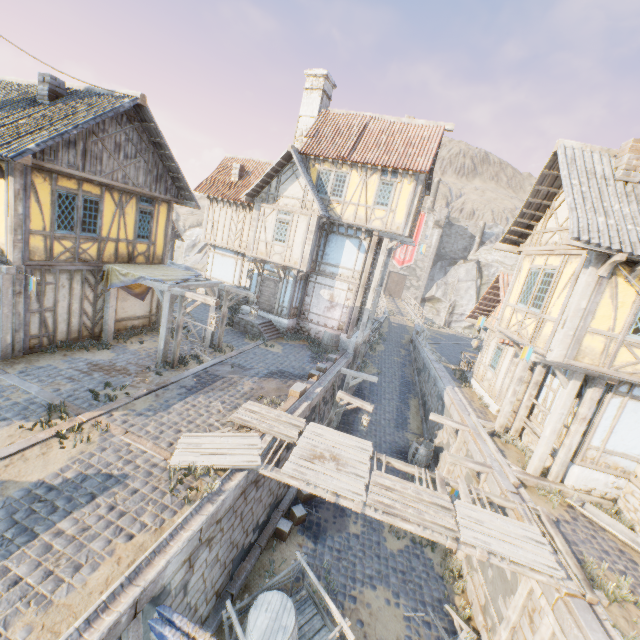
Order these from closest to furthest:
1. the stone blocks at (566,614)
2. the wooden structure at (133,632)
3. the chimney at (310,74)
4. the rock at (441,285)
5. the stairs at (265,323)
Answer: the wooden structure at (133,632) < the stone blocks at (566,614) < the stairs at (265,323) < the chimney at (310,74) < the rock at (441,285)

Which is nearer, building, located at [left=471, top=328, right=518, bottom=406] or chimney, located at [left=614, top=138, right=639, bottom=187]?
chimney, located at [left=614, top=138, right=639, bottom=187]

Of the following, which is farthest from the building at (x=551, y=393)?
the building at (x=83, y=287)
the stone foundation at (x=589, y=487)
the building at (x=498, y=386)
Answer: the building at (x=83, y=287)

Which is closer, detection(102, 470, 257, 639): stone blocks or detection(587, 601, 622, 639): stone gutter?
detection(102, 470, 257, 639): stone blocks

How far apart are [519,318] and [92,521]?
12.5 meters

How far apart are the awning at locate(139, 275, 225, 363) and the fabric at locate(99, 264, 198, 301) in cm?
2

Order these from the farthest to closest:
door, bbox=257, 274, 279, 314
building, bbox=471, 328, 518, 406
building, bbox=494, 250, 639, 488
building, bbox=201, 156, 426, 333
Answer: door, bbox=257, 274, 279, 314 < building, bbox=201, 156, 426, 333 < building, bbox=471, 328, 518, 406 < building, bbox=494, 250, 639, 488

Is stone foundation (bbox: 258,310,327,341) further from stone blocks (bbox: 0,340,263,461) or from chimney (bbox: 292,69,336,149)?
chimney (bbox: 292,69,336,149)
